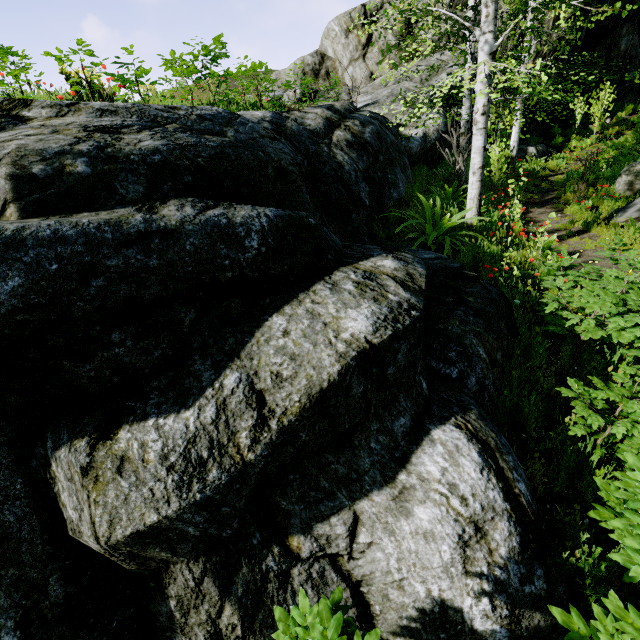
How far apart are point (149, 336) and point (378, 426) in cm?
175

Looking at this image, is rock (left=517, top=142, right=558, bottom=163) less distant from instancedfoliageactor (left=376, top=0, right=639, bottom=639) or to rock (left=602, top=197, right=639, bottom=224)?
instancedfoliageactor (left=376, top=0, right=639, bottom=639)

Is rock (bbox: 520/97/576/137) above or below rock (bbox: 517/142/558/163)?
above

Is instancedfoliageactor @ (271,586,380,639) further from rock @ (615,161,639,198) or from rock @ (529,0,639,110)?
rock @ (615,161,639,198)

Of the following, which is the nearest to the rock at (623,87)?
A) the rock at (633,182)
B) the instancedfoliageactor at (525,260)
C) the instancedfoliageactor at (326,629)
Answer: the instancedfoliageactor at (525,260)

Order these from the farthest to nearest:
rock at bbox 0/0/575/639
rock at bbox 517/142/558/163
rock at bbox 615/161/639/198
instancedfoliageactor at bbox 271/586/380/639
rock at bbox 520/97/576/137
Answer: rock at bbox 520/97/576/137
rock at bbox 517/142/558/163
rock at bbox 615/161/639/198
rock at bbox 0/0/575/639
instancedfoliageactor at bbox 271/586/380/639

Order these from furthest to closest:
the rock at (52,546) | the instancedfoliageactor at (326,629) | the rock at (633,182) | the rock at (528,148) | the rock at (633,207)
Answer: the rock at (528,148)
the rock at (633,182)
the rock at (633,207)
the rock at (52,546)
the instancedfoliageactor at (326,629)
